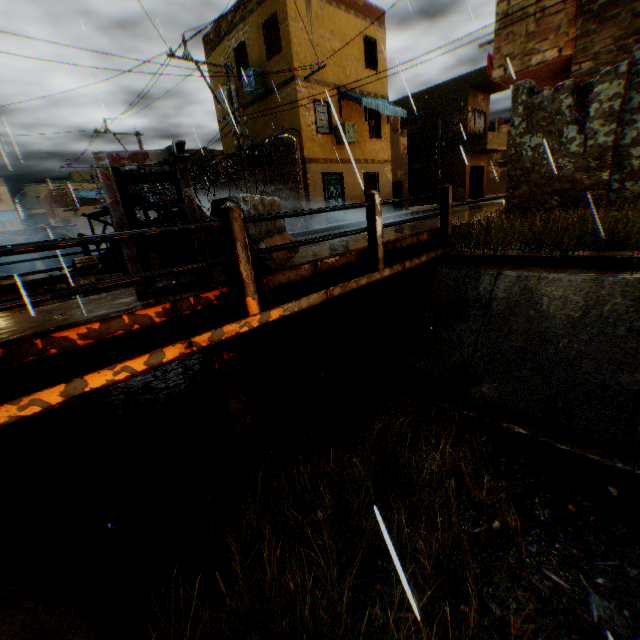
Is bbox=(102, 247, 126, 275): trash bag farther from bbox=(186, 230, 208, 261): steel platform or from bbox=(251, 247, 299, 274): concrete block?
bbox=(186, 230, 208, 261): steel platform

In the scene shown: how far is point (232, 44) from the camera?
15.8m

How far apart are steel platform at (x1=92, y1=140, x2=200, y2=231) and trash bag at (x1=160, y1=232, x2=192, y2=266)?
0.66m

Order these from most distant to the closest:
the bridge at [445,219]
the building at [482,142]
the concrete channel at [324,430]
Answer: the building at [482,142] → the concrete channel at [324,430] → the bridge at [445,219]

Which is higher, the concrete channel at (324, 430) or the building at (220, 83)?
the building at (220, 83)

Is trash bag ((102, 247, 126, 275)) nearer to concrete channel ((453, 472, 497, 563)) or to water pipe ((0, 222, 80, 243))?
concrete channel ((453, 472, 497, 563))

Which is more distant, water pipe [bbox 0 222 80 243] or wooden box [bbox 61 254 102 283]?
water pipe [bbox 0 222 80 243]

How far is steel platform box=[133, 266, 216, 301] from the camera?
3.8m
